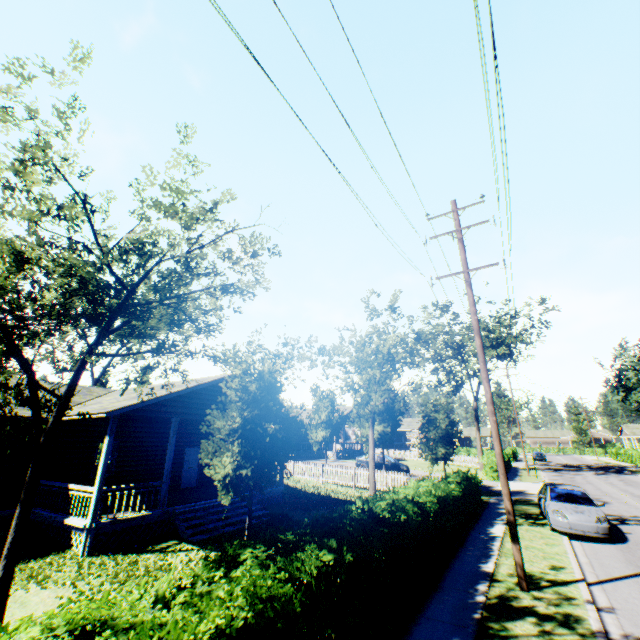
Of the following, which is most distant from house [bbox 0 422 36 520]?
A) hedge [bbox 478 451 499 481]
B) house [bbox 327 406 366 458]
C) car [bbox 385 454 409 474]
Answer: hedge [bbox 478 451 499 481]

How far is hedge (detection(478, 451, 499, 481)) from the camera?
29.6m

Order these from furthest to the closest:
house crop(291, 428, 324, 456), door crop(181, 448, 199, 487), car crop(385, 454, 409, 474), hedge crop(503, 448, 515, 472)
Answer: house crop(291, 428, 324, 456), hedge crop(503, 448, 515, 472), car crop(385, 454, 409, 474), door crop(181, 448, 199, 487)

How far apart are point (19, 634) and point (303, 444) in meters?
40.8 m

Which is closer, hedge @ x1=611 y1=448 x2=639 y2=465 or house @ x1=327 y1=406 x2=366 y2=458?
house @ x1=327 y1=406 x2=366 y2=458

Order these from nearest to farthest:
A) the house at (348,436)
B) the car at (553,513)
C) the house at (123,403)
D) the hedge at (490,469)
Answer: the house at (123,403) → the car at (553,513) → the hedge at (490,469) → the house at (348,436)

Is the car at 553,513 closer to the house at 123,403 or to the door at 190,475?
the house at 123,403

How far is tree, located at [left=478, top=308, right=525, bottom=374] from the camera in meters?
36.7
